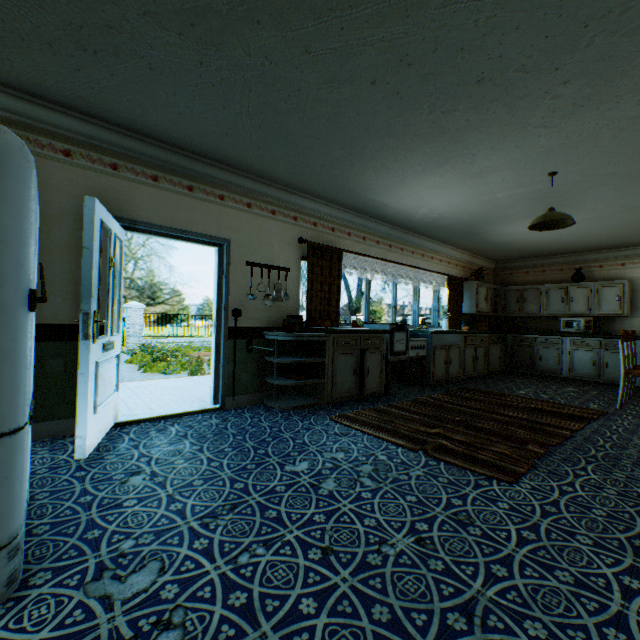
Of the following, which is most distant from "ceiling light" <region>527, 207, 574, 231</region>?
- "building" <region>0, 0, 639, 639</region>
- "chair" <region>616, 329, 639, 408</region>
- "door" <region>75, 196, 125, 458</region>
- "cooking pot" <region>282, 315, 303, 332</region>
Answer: "door" <region>75, 196, 125, 458</region>

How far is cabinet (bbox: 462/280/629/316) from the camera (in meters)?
7.47

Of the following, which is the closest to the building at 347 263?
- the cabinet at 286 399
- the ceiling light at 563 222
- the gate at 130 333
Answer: the cabinet at 286 399

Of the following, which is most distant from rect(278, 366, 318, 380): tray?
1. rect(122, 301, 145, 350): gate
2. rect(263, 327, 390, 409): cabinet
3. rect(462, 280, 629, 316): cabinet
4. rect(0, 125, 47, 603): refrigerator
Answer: rect(122, 301, 145, 350): gate

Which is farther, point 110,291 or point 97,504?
point 110,291

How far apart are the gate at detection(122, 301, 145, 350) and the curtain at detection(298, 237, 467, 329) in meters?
14.2 m

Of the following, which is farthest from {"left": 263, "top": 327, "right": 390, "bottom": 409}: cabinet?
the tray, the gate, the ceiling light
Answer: the gate

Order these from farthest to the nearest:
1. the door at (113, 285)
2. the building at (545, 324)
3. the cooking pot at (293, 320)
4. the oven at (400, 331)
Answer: the building at (545, 324)
the oven at (400, 331)
the cooking pot at (293, 320)
the door at (113, 285)
